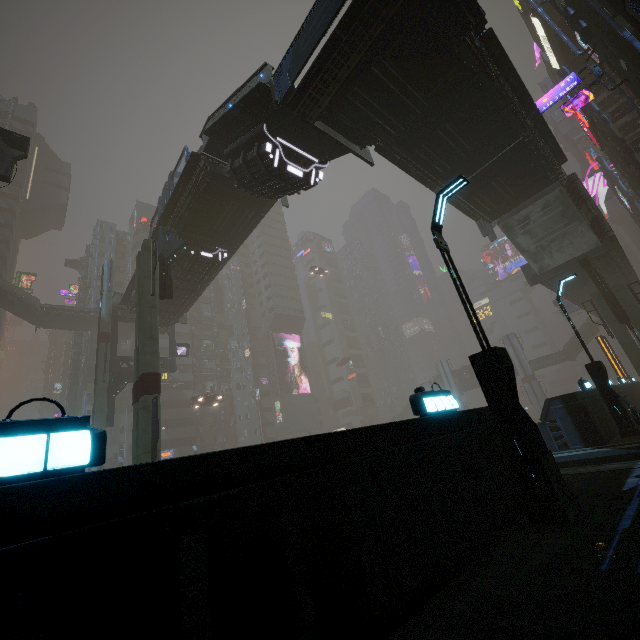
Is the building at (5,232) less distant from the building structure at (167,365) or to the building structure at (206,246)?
the building structure at (167,365)

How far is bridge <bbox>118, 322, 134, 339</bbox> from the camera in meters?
48.1

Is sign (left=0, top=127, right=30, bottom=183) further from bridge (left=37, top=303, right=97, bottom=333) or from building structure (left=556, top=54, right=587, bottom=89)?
building structure (left=556, top=54, right=587, bottom=89)

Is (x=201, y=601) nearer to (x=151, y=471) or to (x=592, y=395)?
(x=151, y=471)

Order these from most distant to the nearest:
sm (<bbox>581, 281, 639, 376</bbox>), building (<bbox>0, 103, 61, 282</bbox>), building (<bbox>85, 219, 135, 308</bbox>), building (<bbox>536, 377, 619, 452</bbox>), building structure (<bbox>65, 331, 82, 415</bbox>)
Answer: building (<bbox>85, 219, 135, 308</bbox>) → building (<bbox>0, 103, 61, 282</bbox>) → building structure (<bbox>65, 331, 82, 415</bbox>) → sm (<bbox>581, 281, 639, 376</bbox>) → building (<bbox>536, 377, 619, 452</bbox>)

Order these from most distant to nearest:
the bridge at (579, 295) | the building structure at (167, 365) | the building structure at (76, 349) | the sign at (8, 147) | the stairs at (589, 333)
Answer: the stairs at (589, 333) < the building structure at (76, 349) < the building structure at (167, 365) < the bridge at (579, 295) < the sign at (8, 147)

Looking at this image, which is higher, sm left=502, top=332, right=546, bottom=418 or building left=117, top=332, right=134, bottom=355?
building left=117, top=332, right=134, bottom=355
